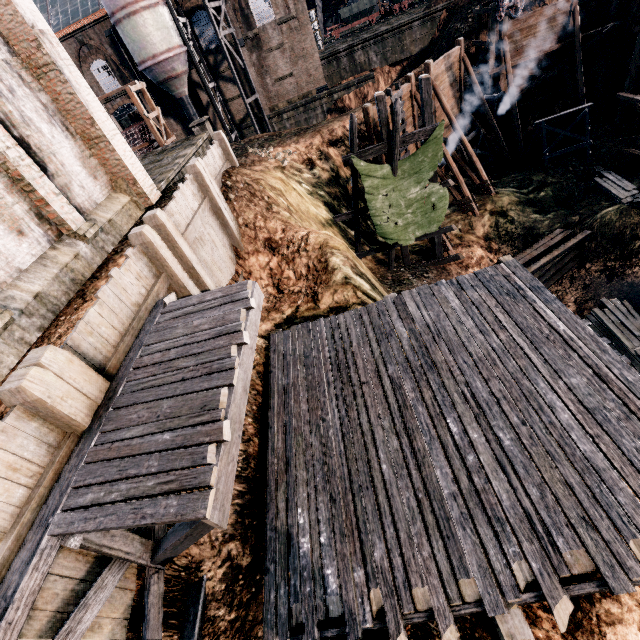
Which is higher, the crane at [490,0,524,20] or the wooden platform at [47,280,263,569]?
the crane at [490,0,524,20]

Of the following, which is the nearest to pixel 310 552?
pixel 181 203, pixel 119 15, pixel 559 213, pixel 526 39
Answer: pixel 181 203

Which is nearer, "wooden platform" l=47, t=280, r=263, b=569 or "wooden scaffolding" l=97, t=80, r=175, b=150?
"wooden platform" l=47, t=280, r=263, b=569

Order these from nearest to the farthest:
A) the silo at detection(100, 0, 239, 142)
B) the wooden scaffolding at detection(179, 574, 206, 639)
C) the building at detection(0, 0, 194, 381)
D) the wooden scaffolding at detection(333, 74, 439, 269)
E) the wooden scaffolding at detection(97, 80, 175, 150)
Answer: the wooden scaffolding at detection(179, 574, 206, 639)
the building at detection(0, 0, 194, 381)
the wooden scaffolding at detection(333, 74, 439, 269)
the wooden scaffolding at detection(97, 80, 175, 150)
the silo at detection(100, 0, 239, 142)

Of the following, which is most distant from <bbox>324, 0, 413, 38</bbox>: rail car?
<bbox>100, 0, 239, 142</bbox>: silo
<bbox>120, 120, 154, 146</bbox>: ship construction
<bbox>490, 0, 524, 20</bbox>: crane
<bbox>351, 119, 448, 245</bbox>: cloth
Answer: <bbox>351, 119, 448, 245</bbox>: cloth

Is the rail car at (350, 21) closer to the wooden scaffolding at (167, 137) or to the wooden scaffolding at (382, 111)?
the wooden scaffolding at (167, 137)

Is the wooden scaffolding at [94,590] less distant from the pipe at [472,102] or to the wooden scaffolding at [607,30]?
the wooden scaffolding at [607,30]

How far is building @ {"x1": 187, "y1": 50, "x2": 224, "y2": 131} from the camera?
33.4 meters
